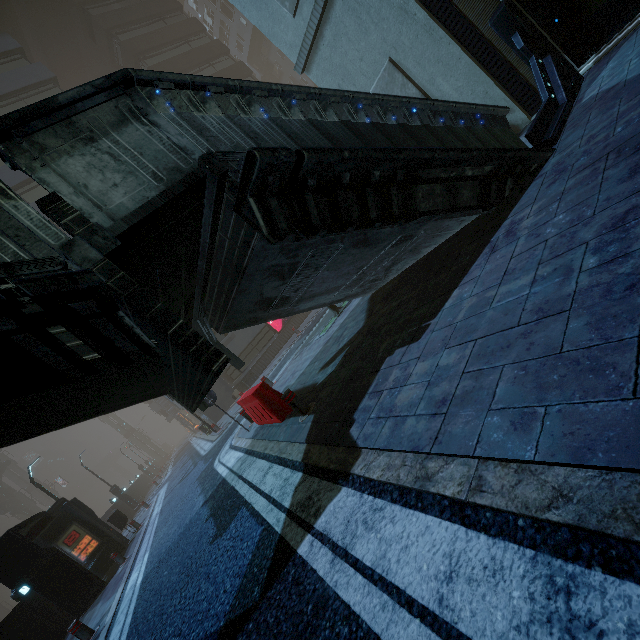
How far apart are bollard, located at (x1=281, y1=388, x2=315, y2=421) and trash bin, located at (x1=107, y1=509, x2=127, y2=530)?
16.48m

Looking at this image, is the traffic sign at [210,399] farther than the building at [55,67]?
Yes

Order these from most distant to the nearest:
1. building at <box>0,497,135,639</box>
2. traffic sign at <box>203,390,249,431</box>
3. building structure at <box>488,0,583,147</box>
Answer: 1. building at <box>0,497,135,639</box>
2. traffic sign at <box>203,390,249,431</box>
3. building structure at <box>488,0,583,147</box>

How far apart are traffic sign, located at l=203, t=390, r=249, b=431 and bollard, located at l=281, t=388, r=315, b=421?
4.1 meters

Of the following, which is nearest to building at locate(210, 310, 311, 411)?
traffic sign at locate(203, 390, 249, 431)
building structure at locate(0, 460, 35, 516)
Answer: traffic sign at locate(203, 390, 249, 431)

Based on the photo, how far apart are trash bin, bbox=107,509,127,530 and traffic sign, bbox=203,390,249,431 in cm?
1248

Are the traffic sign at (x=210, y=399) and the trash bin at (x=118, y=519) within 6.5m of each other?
no

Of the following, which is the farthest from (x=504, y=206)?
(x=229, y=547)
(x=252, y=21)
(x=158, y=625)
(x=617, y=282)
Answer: (x=252, y=21)
